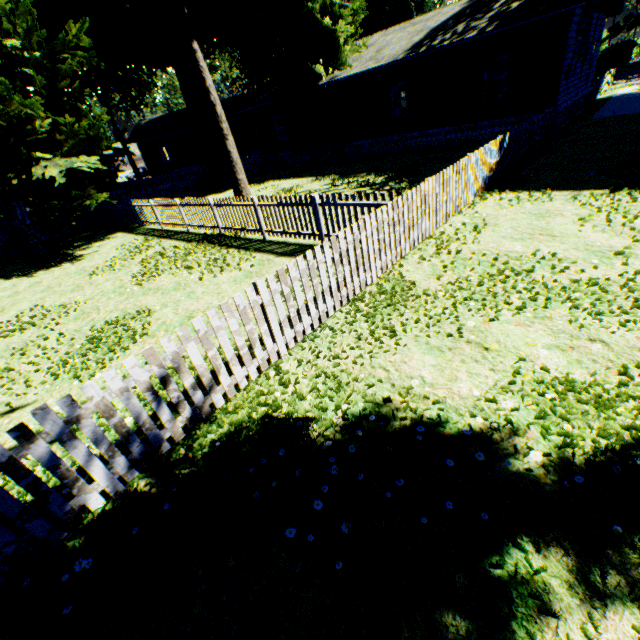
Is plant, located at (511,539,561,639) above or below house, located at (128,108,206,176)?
below

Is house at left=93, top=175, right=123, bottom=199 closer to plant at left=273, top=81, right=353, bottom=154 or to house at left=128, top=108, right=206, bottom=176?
plant at left=273, top=81, right=353, bottom=154

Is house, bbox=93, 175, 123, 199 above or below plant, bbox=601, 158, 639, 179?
below

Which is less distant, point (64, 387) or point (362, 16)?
point (64, 387)

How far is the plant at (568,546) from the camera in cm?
227

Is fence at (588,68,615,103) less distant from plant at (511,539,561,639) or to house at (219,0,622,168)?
house at (219,0,622,168)

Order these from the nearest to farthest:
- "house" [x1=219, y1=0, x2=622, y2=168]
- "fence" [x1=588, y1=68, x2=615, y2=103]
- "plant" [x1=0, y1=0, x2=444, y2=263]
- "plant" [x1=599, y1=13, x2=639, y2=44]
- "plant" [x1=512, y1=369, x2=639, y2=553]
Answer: "plant" [x1=599, y1=13, x2=639, y2=44], "plant" [x1=512, y1=369, x2=639, y2=553], "plant" [x1=0, y1=0, x2=444, y2=263], "house" [x1=219, y1=0, x2=622, y2=168], "fence" [x1=588, y1=68, x2=615, y2=103]

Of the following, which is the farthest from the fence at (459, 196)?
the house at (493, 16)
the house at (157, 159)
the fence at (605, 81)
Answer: the fence at (605, 81)
